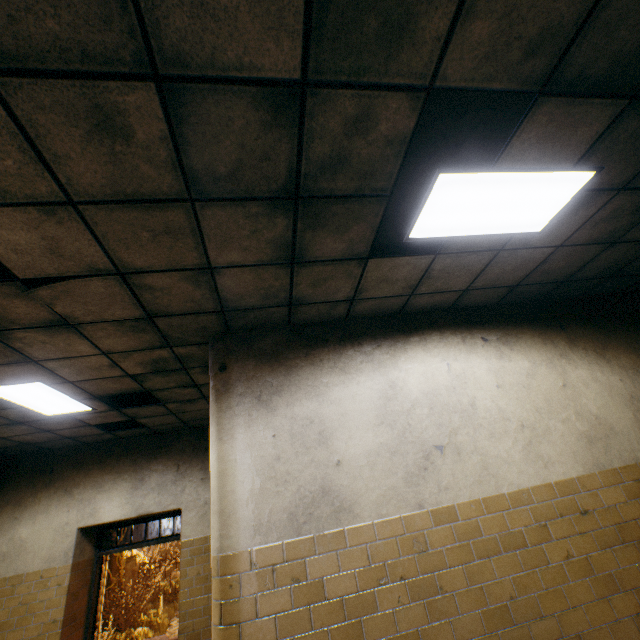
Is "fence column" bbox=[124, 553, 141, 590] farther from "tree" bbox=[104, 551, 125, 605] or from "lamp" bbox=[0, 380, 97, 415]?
"tree" bbox=[104, 551, 125, 605]

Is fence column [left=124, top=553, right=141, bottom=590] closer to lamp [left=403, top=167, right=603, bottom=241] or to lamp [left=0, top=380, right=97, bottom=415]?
lamp [left=0, top=380, right=97, bottom=415]

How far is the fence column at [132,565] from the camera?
18.4 meters

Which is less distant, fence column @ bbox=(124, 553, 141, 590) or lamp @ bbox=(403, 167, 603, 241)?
lamp @ bbox=(403, 167, 603, 241)

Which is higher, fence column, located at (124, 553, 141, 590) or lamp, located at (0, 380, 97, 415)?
lamp, located at (0, 380, 97, 415)

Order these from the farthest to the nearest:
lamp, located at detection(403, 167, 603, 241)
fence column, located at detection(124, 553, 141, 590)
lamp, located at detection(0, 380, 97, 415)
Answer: fence column, located at detection(124, 553, 141, 590)
lamp, located at detection(0, 380, 97, 415)
lamp, located at detection(403, 167, 603, 241)

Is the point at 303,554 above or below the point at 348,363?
below

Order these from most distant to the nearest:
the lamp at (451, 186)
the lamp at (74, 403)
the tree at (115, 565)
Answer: the tree at (115, 565) → the lamp at (74, 403) → the lamp at (451, 186)
